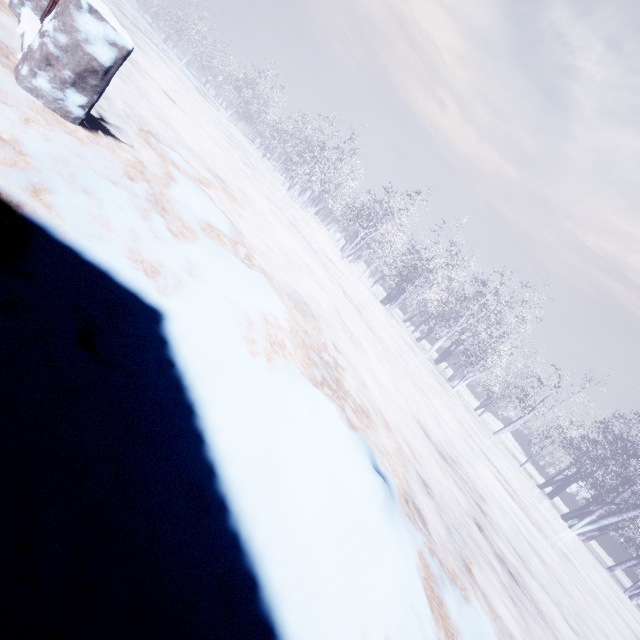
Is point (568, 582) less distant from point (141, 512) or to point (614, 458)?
point (141, 512)
